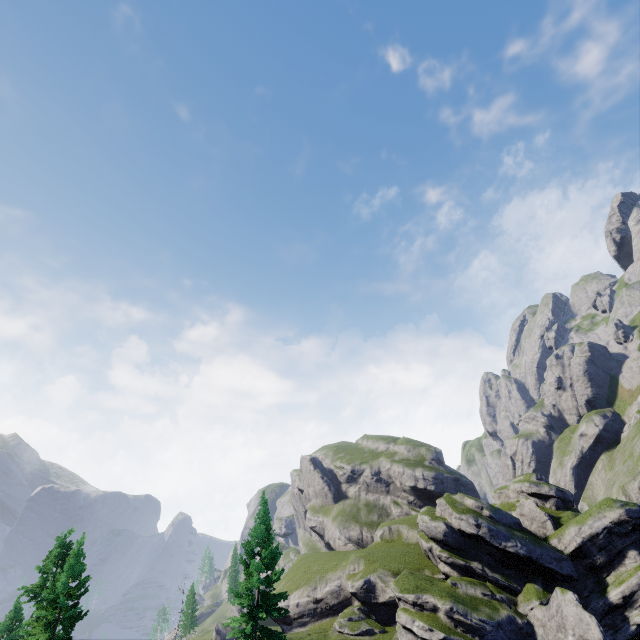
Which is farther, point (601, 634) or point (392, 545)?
point (392, 545)
